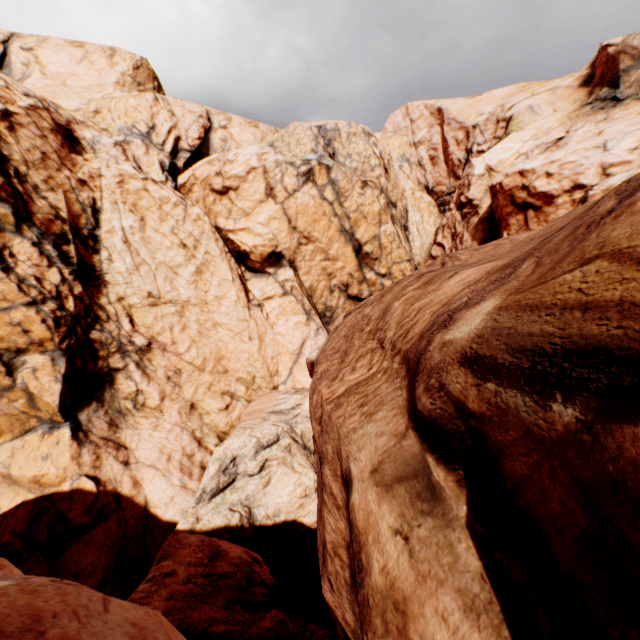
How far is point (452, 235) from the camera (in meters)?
32.12
